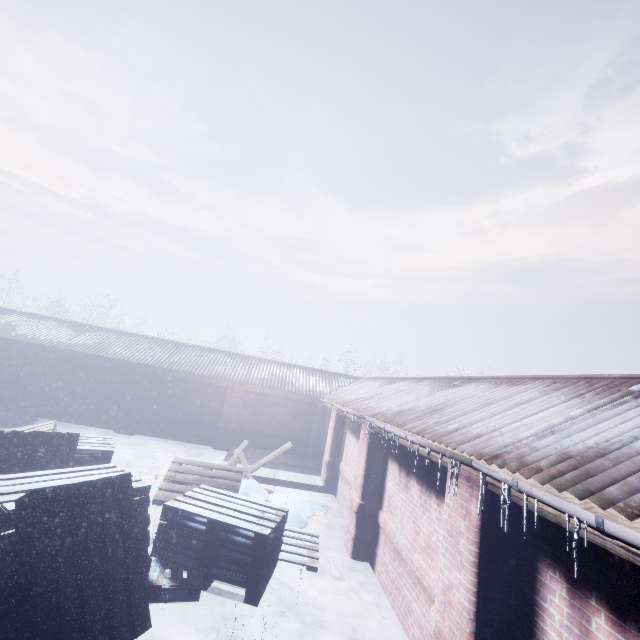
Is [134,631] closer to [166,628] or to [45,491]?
[166,628]
